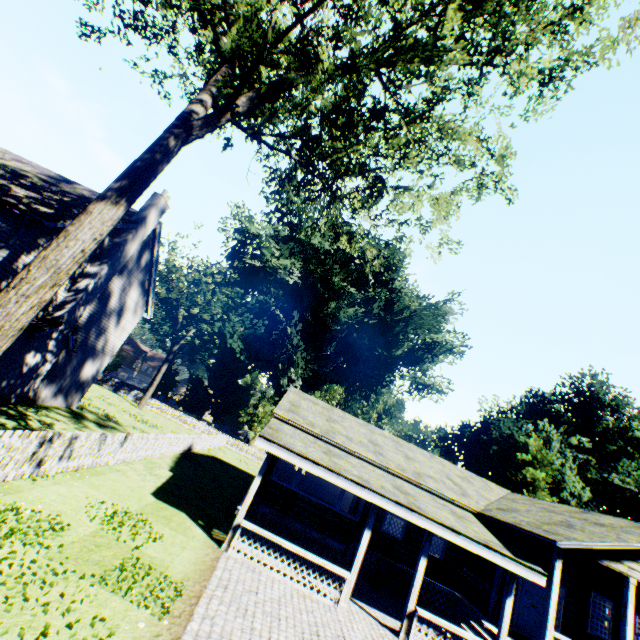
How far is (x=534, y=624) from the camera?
13.0 meters

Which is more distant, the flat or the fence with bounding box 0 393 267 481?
the flat

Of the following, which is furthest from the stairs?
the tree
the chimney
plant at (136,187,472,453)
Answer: plant at (136,187,472,453)

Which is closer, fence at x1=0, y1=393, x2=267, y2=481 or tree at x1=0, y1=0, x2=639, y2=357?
tree at x1=0, y1=0, x2=639, y2=357

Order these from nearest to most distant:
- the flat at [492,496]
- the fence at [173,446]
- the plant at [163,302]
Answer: the fence at [173,446] → the flat at [492,496] → the plant at [163,302]

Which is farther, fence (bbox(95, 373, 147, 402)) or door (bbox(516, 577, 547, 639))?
fence (bbox(95, 373, 147, 402))

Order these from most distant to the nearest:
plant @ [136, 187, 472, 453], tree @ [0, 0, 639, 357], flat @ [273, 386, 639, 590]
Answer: plant @ [136, 187, 472, 453]
flat @ [273, 386, 639, 590]
tree @ [0, 0, 639, 357]

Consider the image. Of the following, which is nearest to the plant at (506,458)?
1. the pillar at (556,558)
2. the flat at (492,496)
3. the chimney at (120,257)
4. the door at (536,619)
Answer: the flat at (492,496)
